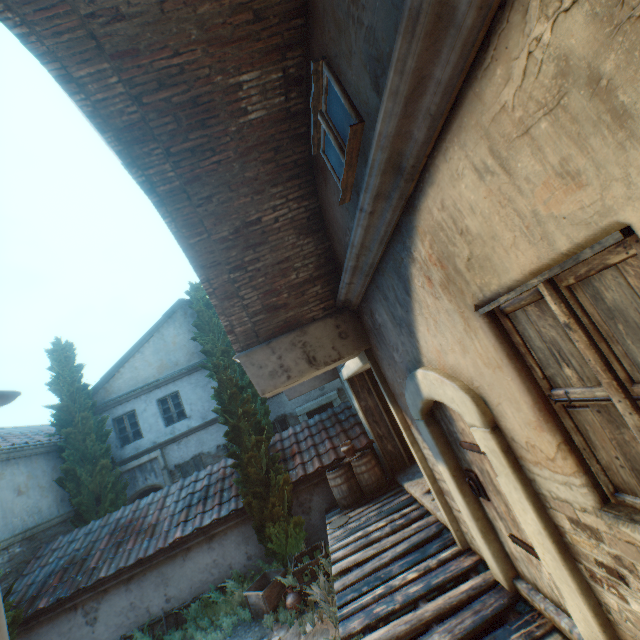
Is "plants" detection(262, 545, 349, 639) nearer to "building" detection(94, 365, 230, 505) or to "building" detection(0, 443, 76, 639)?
"building" detection(0, 443, 76, 639)

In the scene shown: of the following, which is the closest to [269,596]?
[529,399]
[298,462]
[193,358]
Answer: [298,462]

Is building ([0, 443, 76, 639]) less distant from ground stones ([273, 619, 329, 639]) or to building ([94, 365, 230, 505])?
ground stones ([273, 619, 329, 639])

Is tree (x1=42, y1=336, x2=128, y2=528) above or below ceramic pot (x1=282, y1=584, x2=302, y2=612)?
above

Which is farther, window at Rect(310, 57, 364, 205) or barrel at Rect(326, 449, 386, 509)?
barrel at Rect(326, 449, 386, 509)

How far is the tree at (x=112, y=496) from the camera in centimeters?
1203cm

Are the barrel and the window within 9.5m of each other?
yes

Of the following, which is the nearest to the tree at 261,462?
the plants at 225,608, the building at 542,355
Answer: the plants at 225,608
